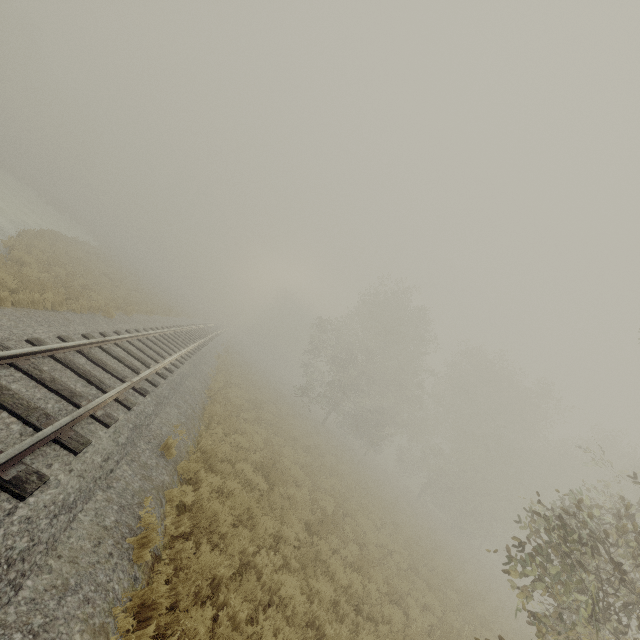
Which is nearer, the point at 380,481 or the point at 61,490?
the point at 61,490
